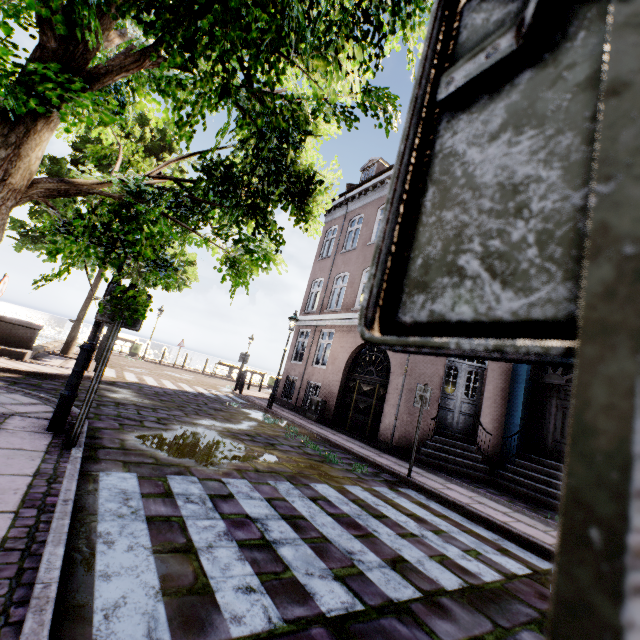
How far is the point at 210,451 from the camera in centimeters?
525cm

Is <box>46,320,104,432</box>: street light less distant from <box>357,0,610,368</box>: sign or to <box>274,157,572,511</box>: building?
<box>357,0,610,368</box>: sign

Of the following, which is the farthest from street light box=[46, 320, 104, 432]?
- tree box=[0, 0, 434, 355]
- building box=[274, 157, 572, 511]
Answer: building box=[274, 157, 572, 511]

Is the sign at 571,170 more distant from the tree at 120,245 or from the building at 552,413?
the building at 552,413

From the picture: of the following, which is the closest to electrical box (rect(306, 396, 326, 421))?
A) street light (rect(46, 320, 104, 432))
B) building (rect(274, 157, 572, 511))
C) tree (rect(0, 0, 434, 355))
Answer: building (rect(274, 157, 572, 511))

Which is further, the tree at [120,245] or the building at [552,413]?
the building at [552,413]

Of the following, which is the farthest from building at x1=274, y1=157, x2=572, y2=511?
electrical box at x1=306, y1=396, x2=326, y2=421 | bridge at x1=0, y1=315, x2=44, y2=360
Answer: bridge at x1=0, y1=315, x2=44, y2=360

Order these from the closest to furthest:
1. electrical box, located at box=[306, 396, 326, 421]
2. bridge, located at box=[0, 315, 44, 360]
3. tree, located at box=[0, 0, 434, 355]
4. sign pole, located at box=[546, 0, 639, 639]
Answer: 1. sign pole, located at box=[546, 0, 639, 639]
2. tree, located at box=[0, 0, 434, 355]
3. bridge, located at box=[0, 315, 44, 360]
4. electrical box, located at box=[306, 396, 326, 421]
